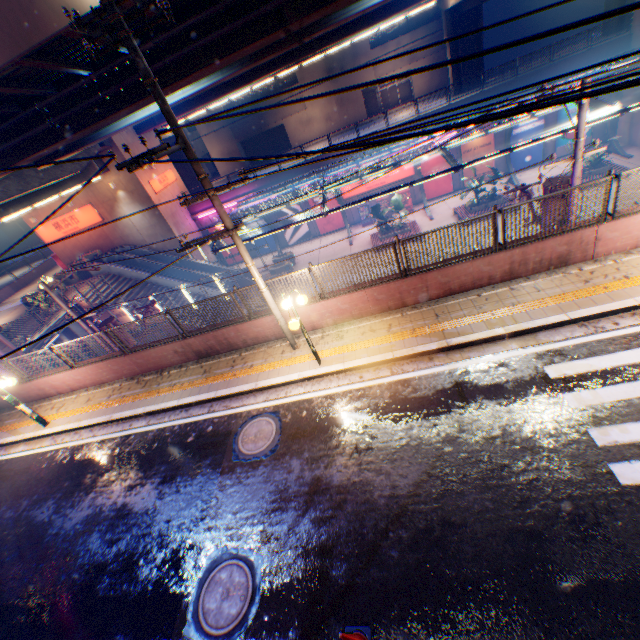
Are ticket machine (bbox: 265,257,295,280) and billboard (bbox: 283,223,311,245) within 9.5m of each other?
yes

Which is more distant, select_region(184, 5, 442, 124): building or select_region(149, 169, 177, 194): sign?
select_region(184, 5, 442, 124): building

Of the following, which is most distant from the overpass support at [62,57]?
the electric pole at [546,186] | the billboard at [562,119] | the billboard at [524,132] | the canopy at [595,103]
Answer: the billboard at [562,119]

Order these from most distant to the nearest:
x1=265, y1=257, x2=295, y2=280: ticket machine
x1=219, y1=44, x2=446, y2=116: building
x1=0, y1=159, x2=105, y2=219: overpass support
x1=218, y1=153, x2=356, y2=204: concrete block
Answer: x1=219, y1=44, x2=446, y2=116: building
x1=218, y1=153, x2=356, y2=204: concrete block
x1=265, y1=257, x2=295, y2=280: ticket machine
x1=0, y1=159, x2=105, y2=219: overpass support

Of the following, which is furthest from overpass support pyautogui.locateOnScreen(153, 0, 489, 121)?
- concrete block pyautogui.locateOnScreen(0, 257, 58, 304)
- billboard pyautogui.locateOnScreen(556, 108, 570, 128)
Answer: billboard pyautogui.locateOnScreen(556, 108, 570, 128)

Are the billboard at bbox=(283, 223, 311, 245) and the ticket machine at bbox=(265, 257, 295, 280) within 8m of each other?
yes

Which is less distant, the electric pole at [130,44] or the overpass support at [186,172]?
the electric pole at [130,44]

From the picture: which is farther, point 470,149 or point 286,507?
point 470,149
